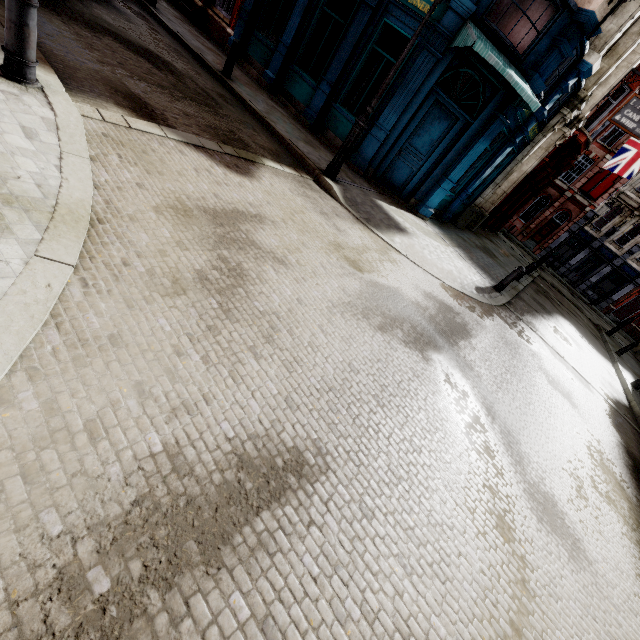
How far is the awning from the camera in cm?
716

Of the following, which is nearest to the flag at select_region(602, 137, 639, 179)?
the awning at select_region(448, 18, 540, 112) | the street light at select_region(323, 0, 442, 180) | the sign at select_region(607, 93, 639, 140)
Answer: the sign at select_region(607, 93, 639, 140)

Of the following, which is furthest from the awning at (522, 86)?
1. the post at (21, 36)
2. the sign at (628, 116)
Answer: the post at (21, 36)

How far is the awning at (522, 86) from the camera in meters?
7.2

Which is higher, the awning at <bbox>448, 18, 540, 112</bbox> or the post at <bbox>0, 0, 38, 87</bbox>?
the awning at <bbox>448, 18, 540, 112</bbox>

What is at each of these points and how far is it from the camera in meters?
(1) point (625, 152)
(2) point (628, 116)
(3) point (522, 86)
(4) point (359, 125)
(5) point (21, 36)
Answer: (1) flag, 18.3 m
(2) sign, 13.0 m
(3) awning, 7.5 m
(4) street light, 7.2 m
(5) post, 3.2 m

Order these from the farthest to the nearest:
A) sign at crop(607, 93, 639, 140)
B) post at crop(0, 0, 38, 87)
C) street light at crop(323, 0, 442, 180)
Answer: sign at crop(607, 93, 639, 140) < street light at crop(323, 0, 442, 180) < post at crop(0, 0, 38, 87)

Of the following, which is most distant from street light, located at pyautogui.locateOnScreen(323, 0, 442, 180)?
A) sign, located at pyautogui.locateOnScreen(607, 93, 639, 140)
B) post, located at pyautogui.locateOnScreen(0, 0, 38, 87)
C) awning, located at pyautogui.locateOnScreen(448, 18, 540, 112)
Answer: post, located at pyautogui.locateOnScreen(0, 0, 38, 87)
